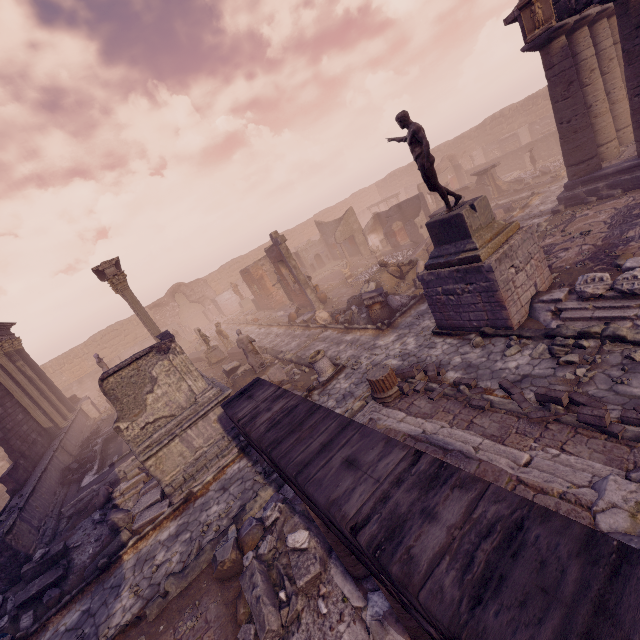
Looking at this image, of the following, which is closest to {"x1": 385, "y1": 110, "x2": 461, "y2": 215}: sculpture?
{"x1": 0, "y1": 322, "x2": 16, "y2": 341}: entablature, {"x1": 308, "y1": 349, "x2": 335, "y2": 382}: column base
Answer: {"x1": 308, "y1": 349, "x2": 335, "y2": 382}: column base

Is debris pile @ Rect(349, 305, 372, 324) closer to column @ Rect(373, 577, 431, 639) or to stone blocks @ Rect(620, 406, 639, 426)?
stone blocks @ Rect(620, 406, 639, 426)

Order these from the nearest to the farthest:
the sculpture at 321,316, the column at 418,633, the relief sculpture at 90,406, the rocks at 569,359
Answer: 1. the column at 418,633
2. the rocks at 569,359
3. the sculpture at 321,316
4. the relief sculpture at 90,406

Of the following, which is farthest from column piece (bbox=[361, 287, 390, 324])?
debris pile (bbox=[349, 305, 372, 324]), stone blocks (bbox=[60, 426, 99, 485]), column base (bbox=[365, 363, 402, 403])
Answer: stone blocks (bbox=[60, 426, 99, 485])

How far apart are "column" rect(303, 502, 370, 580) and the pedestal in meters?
6.5

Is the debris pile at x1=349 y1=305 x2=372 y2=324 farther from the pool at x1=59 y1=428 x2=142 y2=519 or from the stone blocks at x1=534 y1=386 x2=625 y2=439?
the pool at x1=59 y1=428 x2=142 y2=519

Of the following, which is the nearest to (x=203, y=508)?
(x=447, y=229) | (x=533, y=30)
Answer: (x=447, y=229)

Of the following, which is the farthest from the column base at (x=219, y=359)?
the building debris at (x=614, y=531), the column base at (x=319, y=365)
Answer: the building debris at (x=614, y=531)
